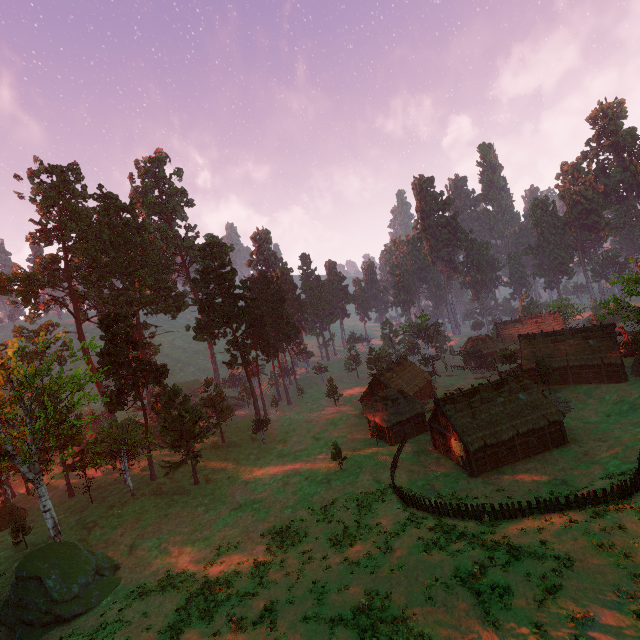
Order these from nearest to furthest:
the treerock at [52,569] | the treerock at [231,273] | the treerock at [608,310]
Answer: the treerock at [52,569], the treerock at [608,310], the treerock at [231,273]

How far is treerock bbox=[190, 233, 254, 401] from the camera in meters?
54.2 m

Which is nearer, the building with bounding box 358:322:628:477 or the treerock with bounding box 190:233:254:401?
the building with bounding box 358:322:628:477

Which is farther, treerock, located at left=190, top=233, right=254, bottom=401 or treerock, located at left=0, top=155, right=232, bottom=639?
treerock, located at left=190, top=233, right=254, bottom=401

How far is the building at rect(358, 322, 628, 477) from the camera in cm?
3544

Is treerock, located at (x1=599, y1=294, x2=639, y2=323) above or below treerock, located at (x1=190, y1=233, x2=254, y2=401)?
below

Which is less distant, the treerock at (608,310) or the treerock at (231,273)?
the treerock at (608,310)

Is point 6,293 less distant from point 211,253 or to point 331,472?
point 211,253
